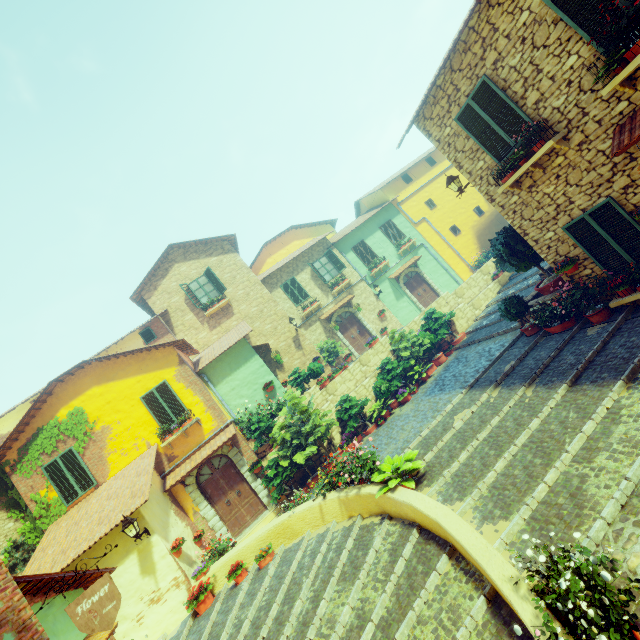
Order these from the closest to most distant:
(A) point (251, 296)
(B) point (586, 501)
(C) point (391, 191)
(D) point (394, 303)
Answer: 1. (B) point (586, 501)
2. (A) point (251, 296)
3. (D) point (394, 303)
4. (C) point (391, 191)

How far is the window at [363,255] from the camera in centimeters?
2113cm

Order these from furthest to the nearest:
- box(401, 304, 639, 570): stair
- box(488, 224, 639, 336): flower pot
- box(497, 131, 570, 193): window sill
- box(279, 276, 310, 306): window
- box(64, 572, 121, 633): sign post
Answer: box(279, 276, 310, 306): window
box(488, 224, 639, 336): flower pot
box(497, 131, 570, 193): window sill
box(401, 304, 639, 570): stair
box(64, 572, 121, 633): sign post

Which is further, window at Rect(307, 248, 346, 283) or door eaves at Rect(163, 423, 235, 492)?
window at Rect(307, 248, 346, 283)

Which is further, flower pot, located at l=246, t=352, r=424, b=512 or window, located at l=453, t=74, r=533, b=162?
flower pot, located at l=246, t=352, r=424, b=512

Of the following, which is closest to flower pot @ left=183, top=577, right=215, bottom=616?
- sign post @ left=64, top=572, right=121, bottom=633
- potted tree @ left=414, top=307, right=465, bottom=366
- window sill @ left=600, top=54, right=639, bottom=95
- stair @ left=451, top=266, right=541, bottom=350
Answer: stair @ left=451, top=266, right=541, bottom=350

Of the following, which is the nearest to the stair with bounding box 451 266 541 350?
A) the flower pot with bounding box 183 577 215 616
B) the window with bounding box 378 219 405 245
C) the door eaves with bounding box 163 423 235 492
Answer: the flower pot with bounding box 183 577 215 616

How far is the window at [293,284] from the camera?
19.3m
